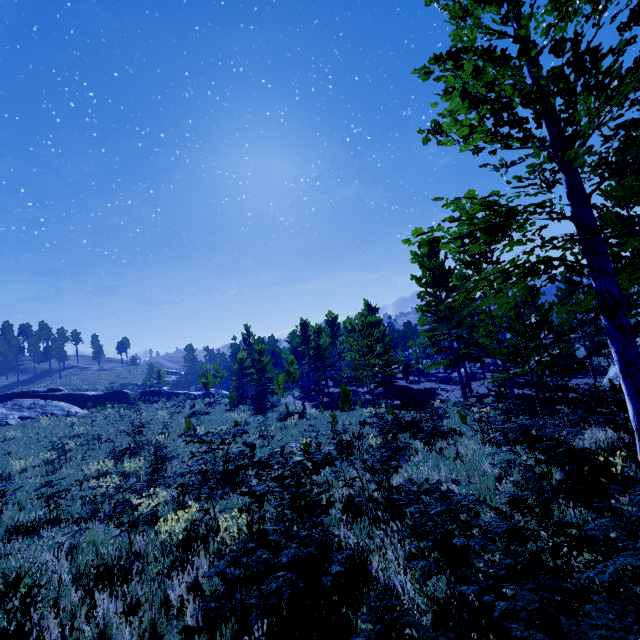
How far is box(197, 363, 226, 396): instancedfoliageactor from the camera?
31.9 meters

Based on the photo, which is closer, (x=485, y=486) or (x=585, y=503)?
(x=585, y=503)

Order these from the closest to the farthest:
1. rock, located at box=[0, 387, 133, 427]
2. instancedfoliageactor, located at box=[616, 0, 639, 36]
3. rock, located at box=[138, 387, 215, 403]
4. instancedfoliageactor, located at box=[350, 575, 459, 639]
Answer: instancedfoliageactor, located at box=[350, 575, 459, 639] → instancedfoliageactor, located at box=[616, 0, 639, 36] → rock, located at box=[0, 387, 133, 427] → rock, located at box=[138, 387, 215, 403]

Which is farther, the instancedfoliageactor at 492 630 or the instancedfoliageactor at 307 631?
the instancedfoliageactor at 307 631

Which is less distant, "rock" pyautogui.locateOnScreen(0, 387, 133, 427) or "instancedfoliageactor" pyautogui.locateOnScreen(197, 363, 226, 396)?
"rock" pyautogui.locateOnScreen(0, 387, 133, 427)

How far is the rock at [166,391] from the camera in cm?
4122

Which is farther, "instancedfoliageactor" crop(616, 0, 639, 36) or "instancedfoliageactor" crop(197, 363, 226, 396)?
"instancedfoliageactor" crop(197, 363, 226, 396)
